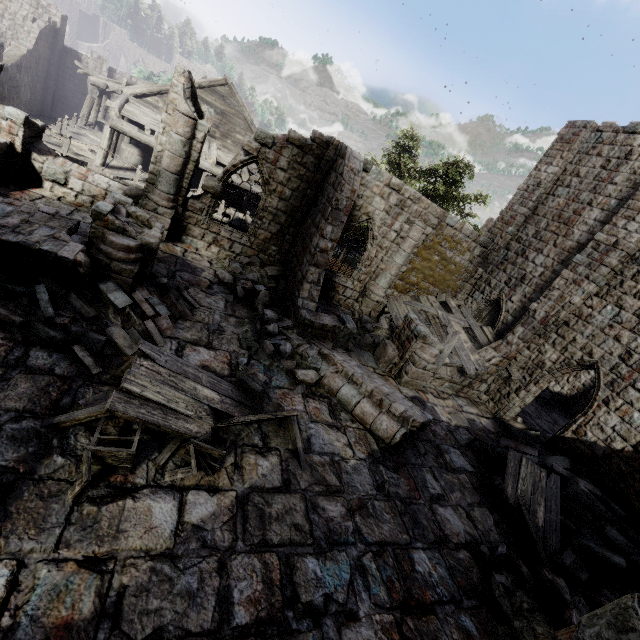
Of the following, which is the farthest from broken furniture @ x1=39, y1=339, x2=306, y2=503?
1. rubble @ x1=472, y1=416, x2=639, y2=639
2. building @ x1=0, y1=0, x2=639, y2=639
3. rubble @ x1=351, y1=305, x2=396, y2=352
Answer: rubble @ x1=472, y1=416, x2=639, y2=639

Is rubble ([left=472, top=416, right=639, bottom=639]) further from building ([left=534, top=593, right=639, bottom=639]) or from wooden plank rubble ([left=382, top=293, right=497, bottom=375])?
wooden plank rubble ([left=382, top=293, right=497, bottom=375])

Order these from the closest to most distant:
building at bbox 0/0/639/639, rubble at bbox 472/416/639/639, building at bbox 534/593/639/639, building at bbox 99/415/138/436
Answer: building at bbox 534/593/639/639
building at bbox 0/0/639/639
building at bbox 99/415/138/436
rubble at bbox 472/416/639/639

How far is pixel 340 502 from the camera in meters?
6.4

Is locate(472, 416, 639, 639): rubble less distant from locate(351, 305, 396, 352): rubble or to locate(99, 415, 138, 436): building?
locate(99, 415, 138, 436): building

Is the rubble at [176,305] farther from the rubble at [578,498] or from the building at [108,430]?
the rubble at [578,498]

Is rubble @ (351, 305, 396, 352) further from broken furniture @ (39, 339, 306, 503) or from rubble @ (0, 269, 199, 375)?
broken furniture @ (39, 339, 306, 503)

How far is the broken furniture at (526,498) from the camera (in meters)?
7.45
